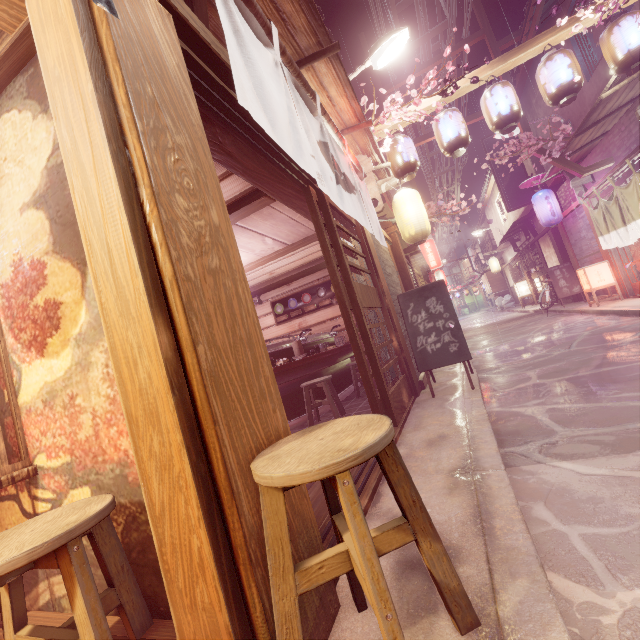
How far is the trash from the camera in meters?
41.5

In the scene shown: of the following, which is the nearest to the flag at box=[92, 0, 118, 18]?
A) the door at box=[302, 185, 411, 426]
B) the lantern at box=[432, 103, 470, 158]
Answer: the door at box=[302, 185, 411, 426]

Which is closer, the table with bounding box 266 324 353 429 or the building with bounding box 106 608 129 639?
the building with bounding box 106 608 129 639

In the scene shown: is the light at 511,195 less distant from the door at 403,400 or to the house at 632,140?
the house at 632,140

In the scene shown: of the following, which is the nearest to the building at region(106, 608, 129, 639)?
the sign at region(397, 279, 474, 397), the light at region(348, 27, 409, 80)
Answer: the sign at region(397, 279, 474, 397)

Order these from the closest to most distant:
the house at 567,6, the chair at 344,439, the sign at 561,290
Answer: the chair at 344,439 → the house at 567,6 → the sign at 561,290

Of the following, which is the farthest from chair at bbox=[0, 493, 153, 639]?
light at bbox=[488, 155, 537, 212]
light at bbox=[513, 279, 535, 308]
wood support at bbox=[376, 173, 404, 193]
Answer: light at bbox=[513, 279, 535, 308]

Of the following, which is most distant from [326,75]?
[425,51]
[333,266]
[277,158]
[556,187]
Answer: [556,187]
